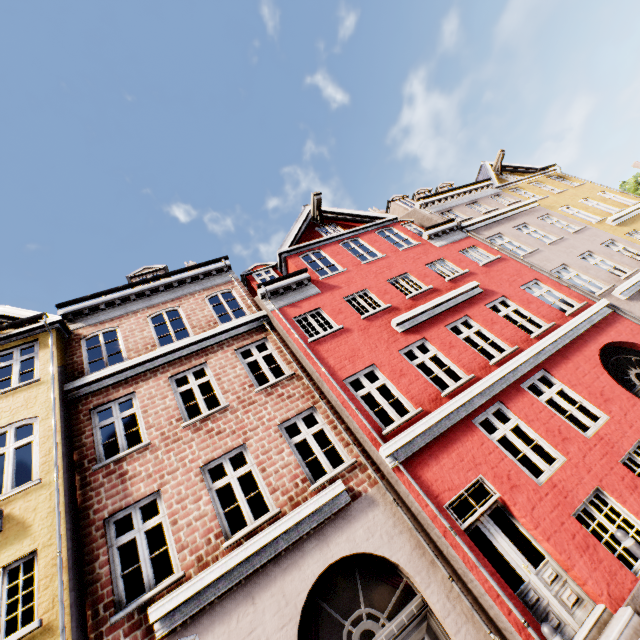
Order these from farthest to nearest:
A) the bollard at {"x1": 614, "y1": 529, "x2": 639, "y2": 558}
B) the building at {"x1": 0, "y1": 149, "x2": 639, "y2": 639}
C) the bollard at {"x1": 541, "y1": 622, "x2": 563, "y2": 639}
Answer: the building at {"x1": 0, "y1": 149, "x2": 639, "y2": 639} → the bollard at {"x1": 614, "y1": 529, "x2": 639, "y2": 558} → the bollard at {"x1": 541, "y1": 622, "x2": 563, "y2": 639}

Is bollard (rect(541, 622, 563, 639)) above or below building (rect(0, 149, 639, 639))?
below

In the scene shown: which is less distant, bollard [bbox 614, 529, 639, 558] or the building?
bollard [bbox 614, 529, 639, 558]

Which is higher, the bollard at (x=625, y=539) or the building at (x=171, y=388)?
the building at (x=171, y=388)

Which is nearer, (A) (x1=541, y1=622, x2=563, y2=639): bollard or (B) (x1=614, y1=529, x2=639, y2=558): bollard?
(A) (x1=541, y1=622, x2=563, y2=639): bollard

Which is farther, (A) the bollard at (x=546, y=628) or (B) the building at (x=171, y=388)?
(B) the building at (x=171, y=388)

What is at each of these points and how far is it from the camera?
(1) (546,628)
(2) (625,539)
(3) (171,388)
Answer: (1) bollard, 4.1 meters
(2) bollard, 4.9 meters
(3) building, 9.0 meters

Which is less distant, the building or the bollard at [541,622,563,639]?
the bollard at [541,622,563,639]
